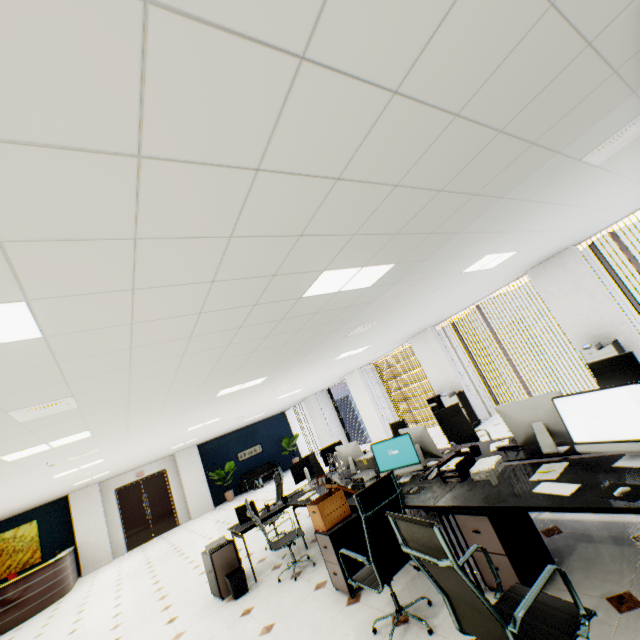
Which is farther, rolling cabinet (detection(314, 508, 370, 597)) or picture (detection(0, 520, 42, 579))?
picture (detection(0, 520, 42, 579))

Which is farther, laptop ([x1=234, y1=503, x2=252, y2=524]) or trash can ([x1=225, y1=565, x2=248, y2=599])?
laptop ([x1=234, y1=503, x2=252, y2=524])

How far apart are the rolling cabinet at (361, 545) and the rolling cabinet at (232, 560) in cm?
206

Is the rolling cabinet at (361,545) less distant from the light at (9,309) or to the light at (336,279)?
the light at (336,279)

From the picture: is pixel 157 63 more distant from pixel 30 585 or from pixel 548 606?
pixel 30 585

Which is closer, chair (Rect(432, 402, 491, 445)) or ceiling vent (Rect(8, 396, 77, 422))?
ceiling vent (Rect(8, 396, 77, 422))

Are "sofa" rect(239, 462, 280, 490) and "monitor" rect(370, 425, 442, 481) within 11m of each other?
no

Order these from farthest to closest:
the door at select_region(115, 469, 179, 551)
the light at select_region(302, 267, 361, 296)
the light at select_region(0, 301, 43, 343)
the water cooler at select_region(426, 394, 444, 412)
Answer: the door at select_region(115, 469, 179, 551), the water cooler at select_region(426, 394, 444, 412), the light at select_region(302, 267, 361, 296), the light at select_region(0, 301, 43, 343)
